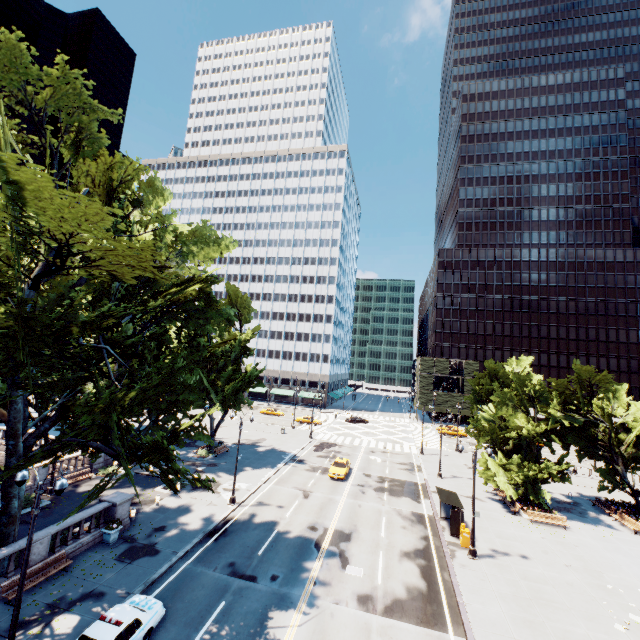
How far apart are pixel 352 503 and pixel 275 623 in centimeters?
1487cm

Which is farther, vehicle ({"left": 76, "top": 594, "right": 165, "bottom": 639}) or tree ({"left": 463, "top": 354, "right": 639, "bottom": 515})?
tree ({"left": 463, "top": 354, "right": 639, "bottom": 515})

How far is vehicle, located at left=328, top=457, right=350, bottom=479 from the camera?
34.15m

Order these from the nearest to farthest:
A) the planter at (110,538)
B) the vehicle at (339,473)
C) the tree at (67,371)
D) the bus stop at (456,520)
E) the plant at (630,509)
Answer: the tree at (67,371), the planter at (110,538), the bus stop at (456,520), the plant at (630,509), the vehicle at (339,473)

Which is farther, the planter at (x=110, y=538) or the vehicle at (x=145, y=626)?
the planter at (x=110, y=538)

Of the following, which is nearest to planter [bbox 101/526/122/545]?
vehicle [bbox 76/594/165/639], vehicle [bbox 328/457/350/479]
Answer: vehicle [bbox 76/594/165/639]

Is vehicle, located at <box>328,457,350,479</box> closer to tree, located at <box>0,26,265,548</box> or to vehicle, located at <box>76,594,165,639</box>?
tree, located at <box>0,26,265,548</box>

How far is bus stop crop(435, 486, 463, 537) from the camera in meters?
23.9 m
